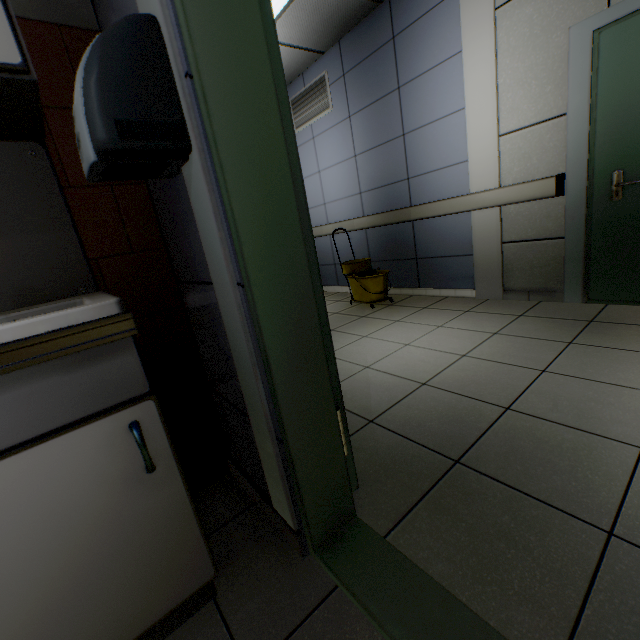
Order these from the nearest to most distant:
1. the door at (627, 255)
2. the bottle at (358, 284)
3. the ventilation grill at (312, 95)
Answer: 1. the door at (627, 255)
2. the bottle at (358, 284)
3. the ventilation grill at (312, 95)

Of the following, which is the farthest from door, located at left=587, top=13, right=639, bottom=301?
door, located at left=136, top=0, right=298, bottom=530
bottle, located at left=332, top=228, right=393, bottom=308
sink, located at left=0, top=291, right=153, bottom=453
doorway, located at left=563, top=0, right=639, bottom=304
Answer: sink, located at left=0, top=291, right=153, bottom=453

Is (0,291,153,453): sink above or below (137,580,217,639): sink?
above

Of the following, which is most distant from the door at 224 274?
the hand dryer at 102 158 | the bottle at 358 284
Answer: the bottle at 358 284

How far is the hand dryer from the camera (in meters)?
0.68

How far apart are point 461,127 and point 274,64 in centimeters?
310cm

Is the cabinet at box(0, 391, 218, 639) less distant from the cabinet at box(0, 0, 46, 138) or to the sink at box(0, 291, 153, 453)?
the sink at box(0, 291, 153, 453)

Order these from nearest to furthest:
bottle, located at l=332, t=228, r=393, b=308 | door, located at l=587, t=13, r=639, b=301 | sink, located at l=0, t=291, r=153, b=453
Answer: sink, located at l=0, t=291, r=153, b=453, door, located at l=587, t=13, r=639, b=301, bottle, located at l=332, t=228, r=393, b=308
